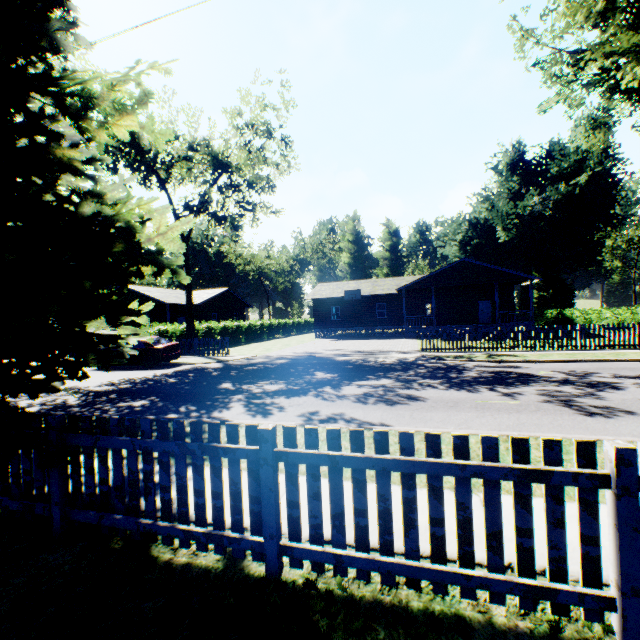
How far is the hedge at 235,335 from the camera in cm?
2881

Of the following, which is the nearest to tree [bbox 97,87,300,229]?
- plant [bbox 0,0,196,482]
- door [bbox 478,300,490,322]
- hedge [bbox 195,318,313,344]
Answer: hedge [bbox 195,318,313,344]

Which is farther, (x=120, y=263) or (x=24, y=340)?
(x=120, y=263)

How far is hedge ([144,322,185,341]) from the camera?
22.89m

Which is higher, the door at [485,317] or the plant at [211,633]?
the door at [485,317]

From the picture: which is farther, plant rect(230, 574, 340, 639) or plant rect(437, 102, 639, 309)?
plant rect(437, 102, 639, 309)

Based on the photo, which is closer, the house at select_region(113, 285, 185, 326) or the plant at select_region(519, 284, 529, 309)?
the house at select_region(113, 285, 185, 326)

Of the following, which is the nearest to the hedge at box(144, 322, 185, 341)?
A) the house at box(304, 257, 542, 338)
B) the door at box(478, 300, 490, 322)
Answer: the house at box(304, 257, 542, 338)
